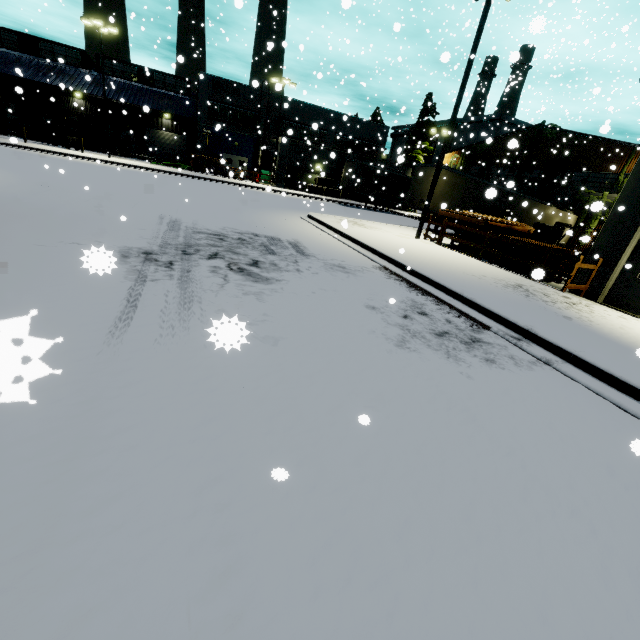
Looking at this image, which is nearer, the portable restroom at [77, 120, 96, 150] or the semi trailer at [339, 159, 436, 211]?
the semi trailer at [339, 159, 436, 211]

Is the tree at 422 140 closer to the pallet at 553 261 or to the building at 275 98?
the building at 275 98

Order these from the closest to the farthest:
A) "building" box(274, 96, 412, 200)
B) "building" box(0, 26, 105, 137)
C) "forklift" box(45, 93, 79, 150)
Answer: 1. "forklift" box(45, 93, 79, 150)
2. "building" box(0, 26, 105, 137)
3. "building" box(274, 96, 412, 200)

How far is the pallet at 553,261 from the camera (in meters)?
11.63

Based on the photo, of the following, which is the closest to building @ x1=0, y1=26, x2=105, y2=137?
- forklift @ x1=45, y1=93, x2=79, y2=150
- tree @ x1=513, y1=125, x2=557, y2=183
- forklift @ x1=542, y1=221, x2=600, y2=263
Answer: tree @ x1=513, y1=125, x2=557, y2=183

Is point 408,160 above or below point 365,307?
above

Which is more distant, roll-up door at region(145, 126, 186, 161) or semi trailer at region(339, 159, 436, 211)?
roll-up door at region(145, 126, 186, 161)

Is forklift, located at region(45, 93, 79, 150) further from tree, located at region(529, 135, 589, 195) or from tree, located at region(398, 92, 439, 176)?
tree, located at region(529, 135, 589, 195)
